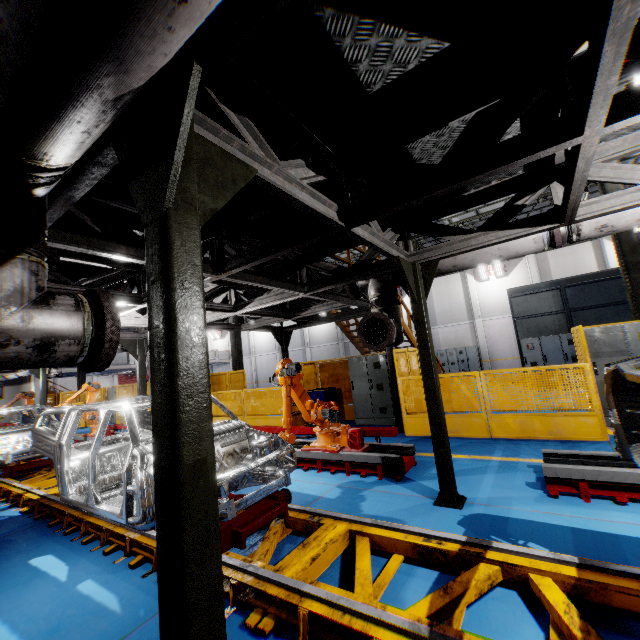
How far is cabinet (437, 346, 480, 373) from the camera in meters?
23.5 m

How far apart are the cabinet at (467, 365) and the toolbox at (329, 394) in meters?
15.8 m

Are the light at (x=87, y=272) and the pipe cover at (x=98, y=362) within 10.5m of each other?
yes

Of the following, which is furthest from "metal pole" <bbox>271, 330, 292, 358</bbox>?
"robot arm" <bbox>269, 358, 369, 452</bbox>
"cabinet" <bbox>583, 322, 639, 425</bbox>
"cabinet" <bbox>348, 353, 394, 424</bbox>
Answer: "cabinet" <bbox>583, 322, 639, 425</bbox>

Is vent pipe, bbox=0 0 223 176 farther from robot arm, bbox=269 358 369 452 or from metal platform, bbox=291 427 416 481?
metal platform, bbox=291 427 416 481

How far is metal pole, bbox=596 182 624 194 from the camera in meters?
8.4

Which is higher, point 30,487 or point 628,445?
point 628,445

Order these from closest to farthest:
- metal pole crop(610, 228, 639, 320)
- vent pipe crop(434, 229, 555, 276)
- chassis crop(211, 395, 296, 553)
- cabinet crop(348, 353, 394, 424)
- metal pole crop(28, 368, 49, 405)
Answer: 1. chassis crop(211, 395, 296, 553)
2. vent pipe crop(434, 229, 555, 276)
3. metal pole crop(610, 228, 639, 320)
4. cabinet crop(348, 353, 394, 424)
5. metal pole crop(28, 368, 49, 405)
